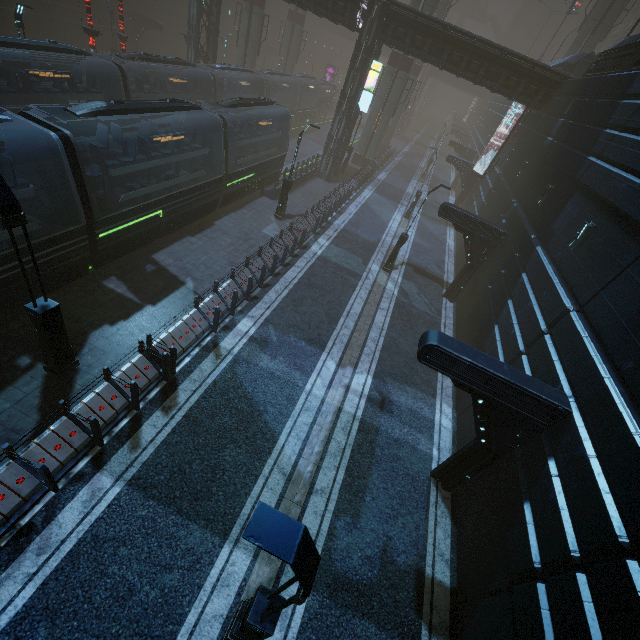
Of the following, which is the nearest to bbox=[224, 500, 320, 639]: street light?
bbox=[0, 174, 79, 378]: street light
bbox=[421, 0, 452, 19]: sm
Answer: bbox=[0, 174, 79, 378]: street light

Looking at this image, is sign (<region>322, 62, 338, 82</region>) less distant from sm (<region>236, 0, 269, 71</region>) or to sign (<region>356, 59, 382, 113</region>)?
sm (<region>236, 0, 269, 71</region>)

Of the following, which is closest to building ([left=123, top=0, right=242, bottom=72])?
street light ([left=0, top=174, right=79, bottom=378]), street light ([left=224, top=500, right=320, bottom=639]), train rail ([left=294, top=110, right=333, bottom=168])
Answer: train rail ([left=294, top=110, right=333, bottom=168])

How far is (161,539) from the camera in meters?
7.2 m

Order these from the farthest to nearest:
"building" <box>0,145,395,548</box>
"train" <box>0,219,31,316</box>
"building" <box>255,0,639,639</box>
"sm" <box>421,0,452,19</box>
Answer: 1. "sm" <box>421,0,452,19</box>
2. "train" <box>0,219,31,316</box>
3. "building" <box>0,145,395,548</box>
4. "building" <box>255,0,639,639</box>

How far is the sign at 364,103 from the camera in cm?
2295

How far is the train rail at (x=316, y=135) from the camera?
34.7m

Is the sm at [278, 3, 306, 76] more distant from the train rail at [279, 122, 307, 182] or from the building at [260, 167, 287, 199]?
the train rail at [279, 122, 307, 182]
